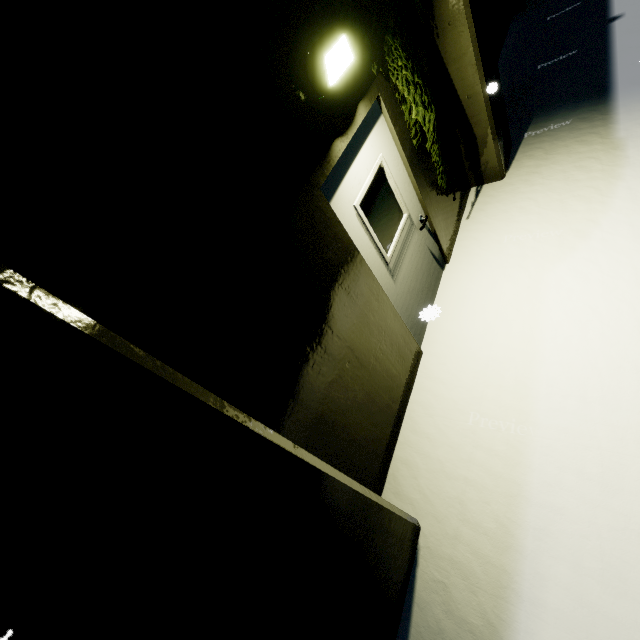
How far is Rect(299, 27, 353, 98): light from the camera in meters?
2.3

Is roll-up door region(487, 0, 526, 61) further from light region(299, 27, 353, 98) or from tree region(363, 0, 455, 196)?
light region(299, 27, 353, 98)

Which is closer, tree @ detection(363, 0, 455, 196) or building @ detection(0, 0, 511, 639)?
building @ detection(0, 0, 511, 639)

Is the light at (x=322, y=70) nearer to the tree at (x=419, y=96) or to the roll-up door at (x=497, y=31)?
the tree at (x=419, y=96)

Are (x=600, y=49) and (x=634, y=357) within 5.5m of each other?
no

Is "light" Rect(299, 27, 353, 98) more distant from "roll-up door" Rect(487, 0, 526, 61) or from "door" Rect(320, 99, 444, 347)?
"roll-up door" Rect(487, 0, 526, 61)

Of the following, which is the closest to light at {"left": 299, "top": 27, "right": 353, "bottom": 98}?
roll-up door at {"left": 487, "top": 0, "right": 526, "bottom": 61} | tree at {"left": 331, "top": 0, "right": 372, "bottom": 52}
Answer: tree at {"left": 331, "top": 0, "right": 372, "bottom": 52}

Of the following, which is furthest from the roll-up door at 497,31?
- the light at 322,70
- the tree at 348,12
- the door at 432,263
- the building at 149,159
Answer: the light at 322,70
